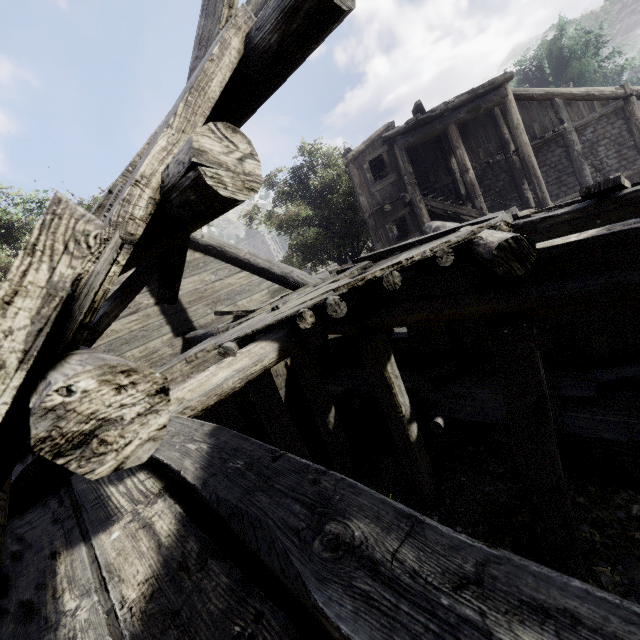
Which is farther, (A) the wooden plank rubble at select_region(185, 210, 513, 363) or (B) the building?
(A) the wooden plank rubble at select_region(185, 210, 513, 363)

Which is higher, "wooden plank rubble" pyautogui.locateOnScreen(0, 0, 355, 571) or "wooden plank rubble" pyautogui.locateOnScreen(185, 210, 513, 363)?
"wooden plank rubble" pyautogui.locateOnScreen(0, 0, 355, 571)

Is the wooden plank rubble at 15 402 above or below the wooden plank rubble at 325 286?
above

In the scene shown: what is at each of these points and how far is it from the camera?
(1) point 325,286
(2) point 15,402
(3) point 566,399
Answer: (1) wooden plank rubble, 4.71m
(2) wooden plank rubble, 0.74m
(3) building, 5.47m

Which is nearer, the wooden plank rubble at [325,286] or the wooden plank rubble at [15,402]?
the wooden plank rubble at [15,402]

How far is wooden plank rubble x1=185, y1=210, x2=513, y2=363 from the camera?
3.9 meters

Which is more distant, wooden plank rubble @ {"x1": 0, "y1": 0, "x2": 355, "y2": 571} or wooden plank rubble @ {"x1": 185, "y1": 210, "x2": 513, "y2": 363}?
wooden plank rubble @ {"x1": 185, "y1": 210, "x2": 513, "y2": 363}
